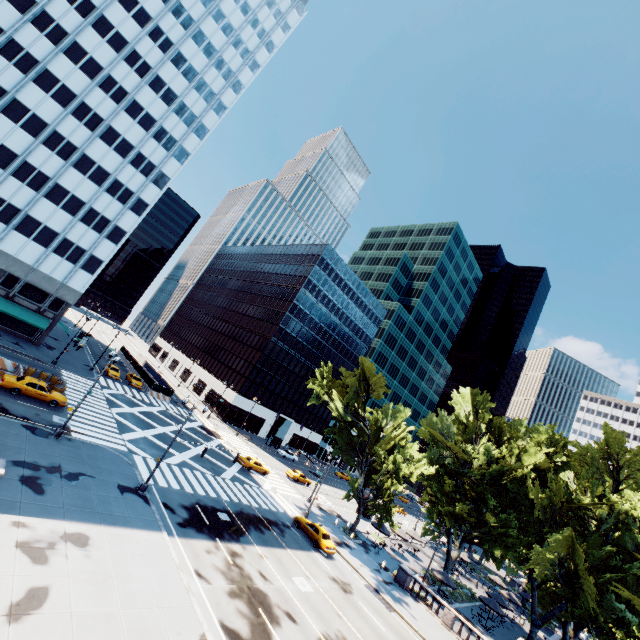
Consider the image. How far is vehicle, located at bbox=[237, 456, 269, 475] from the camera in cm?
4253

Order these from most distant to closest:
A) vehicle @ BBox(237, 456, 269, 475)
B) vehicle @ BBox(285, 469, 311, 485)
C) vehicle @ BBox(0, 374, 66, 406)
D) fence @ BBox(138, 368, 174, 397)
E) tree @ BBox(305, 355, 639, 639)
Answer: fence @ BBox(138, 368, 174, 397), vehicle @ BBox(285, 469, 311, 485), vehicle @ BBox(237, 456, 269, 475), tree @ BBox(305, 355, 639, 639), vehicle @ BBox(0, 374, 66, 406)

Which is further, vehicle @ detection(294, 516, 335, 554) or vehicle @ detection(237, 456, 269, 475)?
vehicle @ detection(237, 456, 269, 475)

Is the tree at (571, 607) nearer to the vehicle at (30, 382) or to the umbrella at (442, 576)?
the umbrella at (442, 576)

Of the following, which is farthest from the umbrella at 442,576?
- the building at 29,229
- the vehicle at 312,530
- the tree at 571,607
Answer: the building at 29,229

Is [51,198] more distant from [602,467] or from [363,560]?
[602,467]

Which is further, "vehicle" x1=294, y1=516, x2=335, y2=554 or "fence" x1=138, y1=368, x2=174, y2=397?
"fence" x1=138, y1=368, x2=174, y2=397

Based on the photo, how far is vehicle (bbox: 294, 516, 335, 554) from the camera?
30.7 meters
